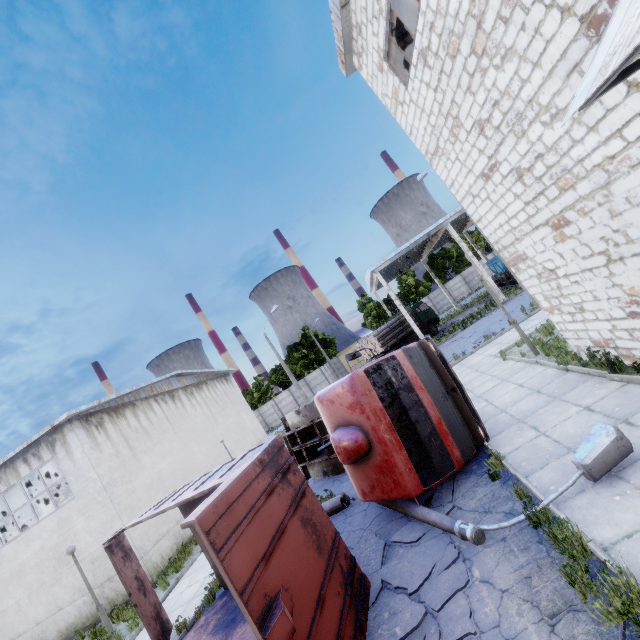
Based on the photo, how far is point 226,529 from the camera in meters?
3.9 m

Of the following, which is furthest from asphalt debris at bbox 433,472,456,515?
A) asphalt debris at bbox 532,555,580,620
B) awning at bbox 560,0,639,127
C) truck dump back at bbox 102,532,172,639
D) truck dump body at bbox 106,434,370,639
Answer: awning at bbox 560,0,639,127

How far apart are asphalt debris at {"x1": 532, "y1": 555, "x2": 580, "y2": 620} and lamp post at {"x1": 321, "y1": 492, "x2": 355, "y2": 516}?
5.6 meters

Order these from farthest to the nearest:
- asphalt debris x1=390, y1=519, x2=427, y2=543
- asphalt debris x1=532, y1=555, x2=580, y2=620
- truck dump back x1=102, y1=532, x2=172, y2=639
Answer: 1. truck dump back x1=102, y1=532, x2=172, y2=639
2. asphalt debris x1=390, y1=519, x2=427, y2=543
3. asphalt debris x1=532, y1=555, x2=580, y2=620

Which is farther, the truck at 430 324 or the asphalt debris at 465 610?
the truck at 430 324

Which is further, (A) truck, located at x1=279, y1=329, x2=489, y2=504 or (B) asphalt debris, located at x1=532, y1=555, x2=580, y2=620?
(A) truck, located at x1=279, y1=329, x2=489, y2=504

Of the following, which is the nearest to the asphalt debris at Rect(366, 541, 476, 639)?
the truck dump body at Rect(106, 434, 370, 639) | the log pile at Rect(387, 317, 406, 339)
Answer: the truck dump body at Rect(106, 434, 370, 639)

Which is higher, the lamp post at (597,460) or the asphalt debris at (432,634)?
the lamp post at (597,460)
